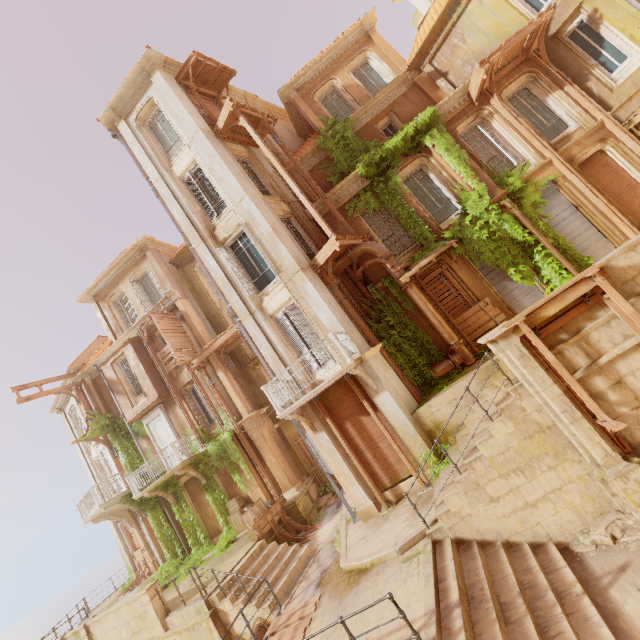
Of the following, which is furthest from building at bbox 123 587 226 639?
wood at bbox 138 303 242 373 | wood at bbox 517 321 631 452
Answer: wood at bbox 138 303 242 373

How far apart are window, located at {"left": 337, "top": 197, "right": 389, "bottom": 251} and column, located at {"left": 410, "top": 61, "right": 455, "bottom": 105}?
6.6m

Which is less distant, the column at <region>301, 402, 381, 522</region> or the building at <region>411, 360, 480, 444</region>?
the building at <region>411, 360, 480, 444</region>

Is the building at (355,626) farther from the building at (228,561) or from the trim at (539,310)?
the trim at (539,310)

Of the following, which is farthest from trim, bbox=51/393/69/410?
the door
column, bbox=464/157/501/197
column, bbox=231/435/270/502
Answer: column, bbox=464/157/501/197

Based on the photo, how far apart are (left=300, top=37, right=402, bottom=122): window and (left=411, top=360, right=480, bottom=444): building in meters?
13.2 m

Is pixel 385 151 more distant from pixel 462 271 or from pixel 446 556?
pixel 446 556

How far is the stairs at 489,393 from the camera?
8.72m
